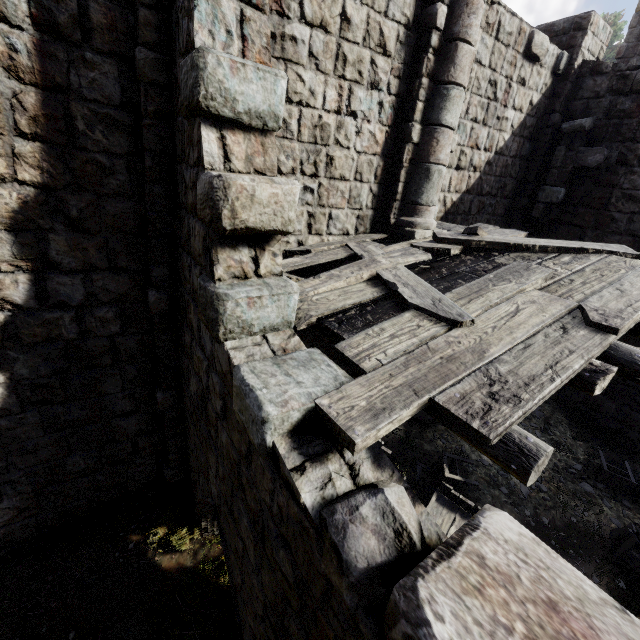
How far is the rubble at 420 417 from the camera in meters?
7.7 m

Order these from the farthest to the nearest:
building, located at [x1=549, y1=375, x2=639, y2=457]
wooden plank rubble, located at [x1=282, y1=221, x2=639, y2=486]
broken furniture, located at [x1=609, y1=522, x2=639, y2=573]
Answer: building, located at [x1=549, y1=375, x2=639, y2=457], broken furniture, located at [x1=609, y1=522, x2=639, y2=573], wooden plank rubble, located at [x1=282, y1=221, x2=639, y2=486]

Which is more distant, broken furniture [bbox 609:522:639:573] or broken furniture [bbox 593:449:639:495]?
broken furniture [bbox 593:449:639:495]

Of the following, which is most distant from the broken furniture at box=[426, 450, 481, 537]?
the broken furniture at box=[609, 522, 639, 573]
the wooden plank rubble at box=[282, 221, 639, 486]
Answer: the wooden plank rubble at box=[282, 221, 639, 486]

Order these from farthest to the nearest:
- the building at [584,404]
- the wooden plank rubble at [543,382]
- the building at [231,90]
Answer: the building at [584,404] < the wooden plank rubble at [543,382] < the building at [231,90]

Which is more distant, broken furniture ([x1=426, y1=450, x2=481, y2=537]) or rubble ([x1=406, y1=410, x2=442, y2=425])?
rubble ([x1=406, y1=410, x2=442, y2=425])

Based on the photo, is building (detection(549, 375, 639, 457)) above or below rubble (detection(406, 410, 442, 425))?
above

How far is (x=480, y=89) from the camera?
6.67m
